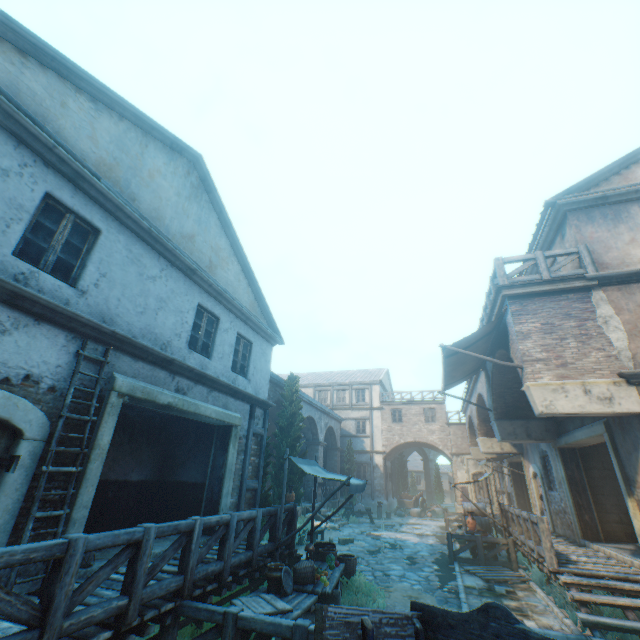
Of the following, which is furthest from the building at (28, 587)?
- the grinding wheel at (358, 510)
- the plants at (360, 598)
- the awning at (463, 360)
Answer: the grinding wheel at (358, 510)

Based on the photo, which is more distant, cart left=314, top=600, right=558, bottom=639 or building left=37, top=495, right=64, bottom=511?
building left=37, top=495, right=64, bottom=511

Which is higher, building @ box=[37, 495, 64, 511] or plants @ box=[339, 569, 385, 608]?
building @ box=[37, 495, 64, 511]

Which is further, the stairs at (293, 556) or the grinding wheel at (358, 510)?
the grinding wheel at (358, 510)

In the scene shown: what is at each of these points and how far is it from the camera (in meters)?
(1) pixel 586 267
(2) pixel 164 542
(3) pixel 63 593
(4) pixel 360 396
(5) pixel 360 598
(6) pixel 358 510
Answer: (1) fence, 8.27
(2) building, 7.49
(3) fence, 3.18
(4) building, 32.69
(5) plants, 7.34
(6) grinding wheel, 21.28

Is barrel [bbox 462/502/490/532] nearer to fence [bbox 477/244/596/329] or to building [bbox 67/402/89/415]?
building [bbox 67/402/89/415]

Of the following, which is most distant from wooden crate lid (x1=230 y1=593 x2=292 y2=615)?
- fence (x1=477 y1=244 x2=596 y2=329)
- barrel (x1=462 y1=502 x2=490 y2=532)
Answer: barrel (x1=462 y1=502 x2=490 y2=532)

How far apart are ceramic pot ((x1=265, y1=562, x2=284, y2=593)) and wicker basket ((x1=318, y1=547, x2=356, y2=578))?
2.6 meters
